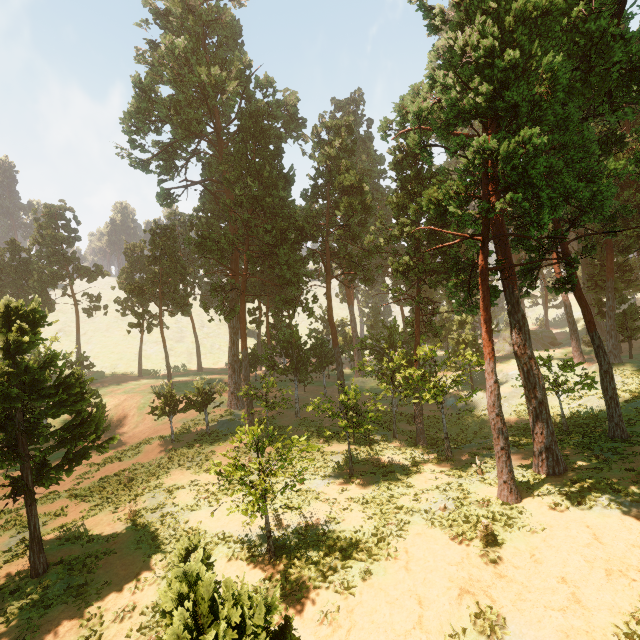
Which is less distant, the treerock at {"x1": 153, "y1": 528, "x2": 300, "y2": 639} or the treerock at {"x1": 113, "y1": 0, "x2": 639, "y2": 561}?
the treerock at {"x1": 153, "y1": 528, "x2": 300, "y2": 639}

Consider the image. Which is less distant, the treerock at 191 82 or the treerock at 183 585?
the treerock at 183 585

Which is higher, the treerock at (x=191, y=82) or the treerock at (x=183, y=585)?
the treerock at (x=191, y=82)

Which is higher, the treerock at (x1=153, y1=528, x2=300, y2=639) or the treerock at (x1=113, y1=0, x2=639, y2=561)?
the treerock at (x1=113, y1=0, x2=639, y2=561)

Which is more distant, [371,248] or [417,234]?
[371,248]
